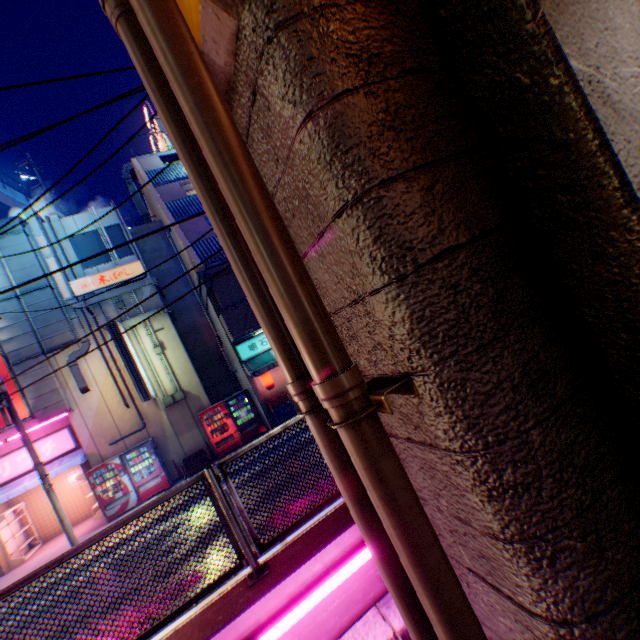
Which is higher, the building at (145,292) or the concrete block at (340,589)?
the building at (145,292)

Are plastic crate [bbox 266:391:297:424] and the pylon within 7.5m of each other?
yes

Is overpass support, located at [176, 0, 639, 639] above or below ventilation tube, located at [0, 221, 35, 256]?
below

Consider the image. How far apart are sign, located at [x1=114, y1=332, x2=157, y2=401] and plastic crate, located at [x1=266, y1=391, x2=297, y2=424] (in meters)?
4.54

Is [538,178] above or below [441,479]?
above

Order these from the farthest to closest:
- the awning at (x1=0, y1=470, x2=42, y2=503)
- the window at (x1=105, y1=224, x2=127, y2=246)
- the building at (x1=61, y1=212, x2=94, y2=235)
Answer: the window at (x1=105, y1=224, x2=127, y2=246)
the building at (x1=61, y1=212, x2=94, y2=235)
the awning at (x1=0, y1=470, x2=42, y2=503)

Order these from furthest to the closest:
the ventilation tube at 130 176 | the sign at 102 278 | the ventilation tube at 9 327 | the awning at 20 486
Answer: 1. the ventilation tube at 130 176
2. the sign at 102 278
3. the ventilation tube at 9 327
4. the awning at 20 486
